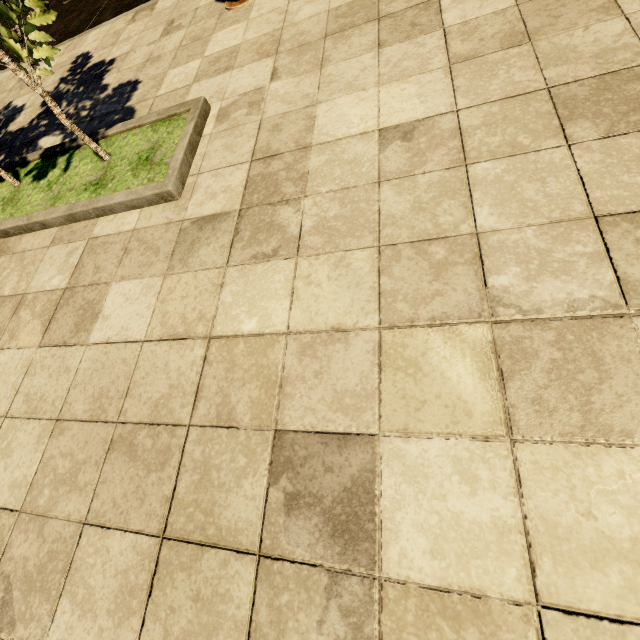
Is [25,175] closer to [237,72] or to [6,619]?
[237,72]
